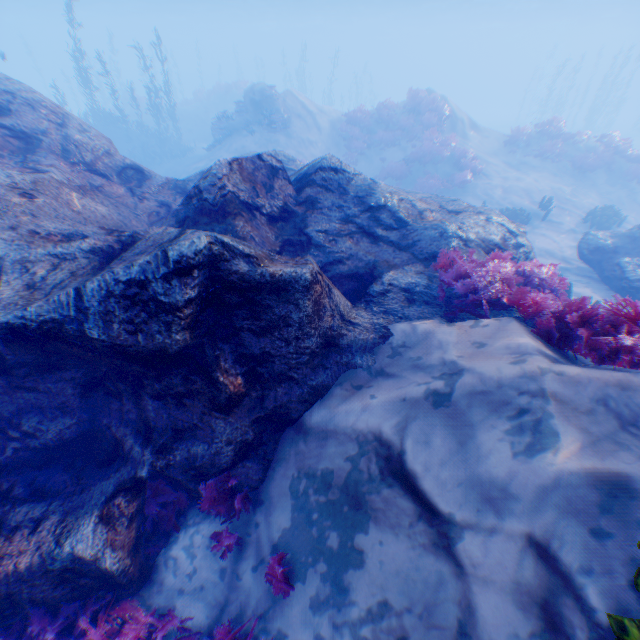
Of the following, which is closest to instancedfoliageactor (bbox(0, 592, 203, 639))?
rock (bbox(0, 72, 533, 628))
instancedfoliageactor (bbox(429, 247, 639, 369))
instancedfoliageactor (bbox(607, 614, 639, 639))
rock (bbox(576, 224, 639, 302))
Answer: rock (bbox(0, 72, 533, 628))

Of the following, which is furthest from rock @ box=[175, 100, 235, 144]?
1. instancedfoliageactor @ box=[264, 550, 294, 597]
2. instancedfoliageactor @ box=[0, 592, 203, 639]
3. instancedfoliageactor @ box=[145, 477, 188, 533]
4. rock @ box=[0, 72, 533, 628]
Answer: instancedfoliageactor @ box=[264, 550, 294, 597]

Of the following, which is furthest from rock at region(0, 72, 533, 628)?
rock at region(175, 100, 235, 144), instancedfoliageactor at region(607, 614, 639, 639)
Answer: rock at region(175, 100, 235, 144)

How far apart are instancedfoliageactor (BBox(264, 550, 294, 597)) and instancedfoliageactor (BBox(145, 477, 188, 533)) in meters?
1.3

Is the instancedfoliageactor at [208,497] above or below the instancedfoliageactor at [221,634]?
above

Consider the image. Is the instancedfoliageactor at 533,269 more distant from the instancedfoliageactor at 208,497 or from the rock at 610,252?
the instancedfoliageactor at 208,497

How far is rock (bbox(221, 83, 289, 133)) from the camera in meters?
20.0 m

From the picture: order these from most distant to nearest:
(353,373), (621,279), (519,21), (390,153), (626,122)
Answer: (519,21) → (626,122) → (390,153) → (621,279) → (353,373)
